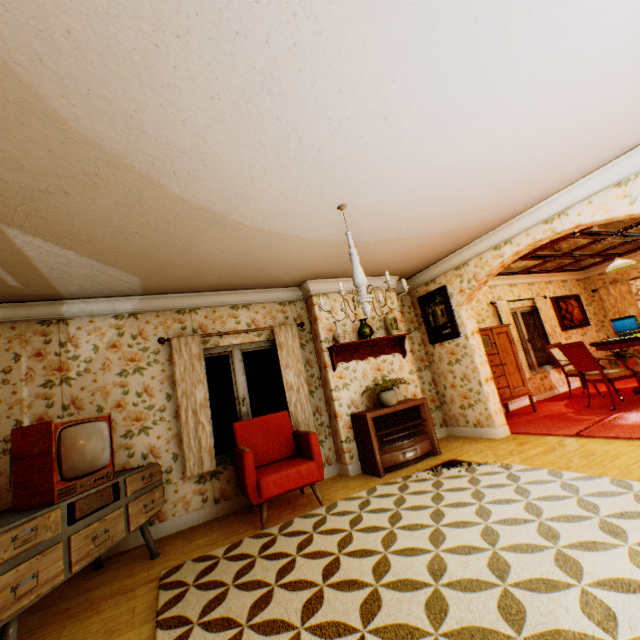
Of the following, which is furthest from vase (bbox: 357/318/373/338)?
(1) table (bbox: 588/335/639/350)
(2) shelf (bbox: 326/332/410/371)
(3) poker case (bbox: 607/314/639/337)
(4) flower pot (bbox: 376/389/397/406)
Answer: (3) poker case (bbox: 607/314/639/337)

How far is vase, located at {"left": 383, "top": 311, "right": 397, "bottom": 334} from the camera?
5.7m

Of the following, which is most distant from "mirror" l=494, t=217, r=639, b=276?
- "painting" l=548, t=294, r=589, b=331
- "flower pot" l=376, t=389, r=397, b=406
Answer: "flower pot" l=376, t=389, r=397, b=406

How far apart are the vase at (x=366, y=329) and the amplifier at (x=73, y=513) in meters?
3.8

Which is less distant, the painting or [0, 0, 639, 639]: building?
[0, 0, 639, 639]: building

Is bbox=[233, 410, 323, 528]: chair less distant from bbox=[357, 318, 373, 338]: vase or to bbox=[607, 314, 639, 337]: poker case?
bbox=[357, 318, 373, 338]: vase

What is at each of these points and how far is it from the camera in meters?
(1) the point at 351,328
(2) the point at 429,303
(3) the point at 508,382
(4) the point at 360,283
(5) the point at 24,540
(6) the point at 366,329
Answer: (1) building, 5.6
(2) picture frame, 6.3
(3) cabinet, 6.4
(4) ceiling light, 3.1
(5) tv, 2.2
(6) vase, 5.4

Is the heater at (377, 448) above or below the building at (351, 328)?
below
